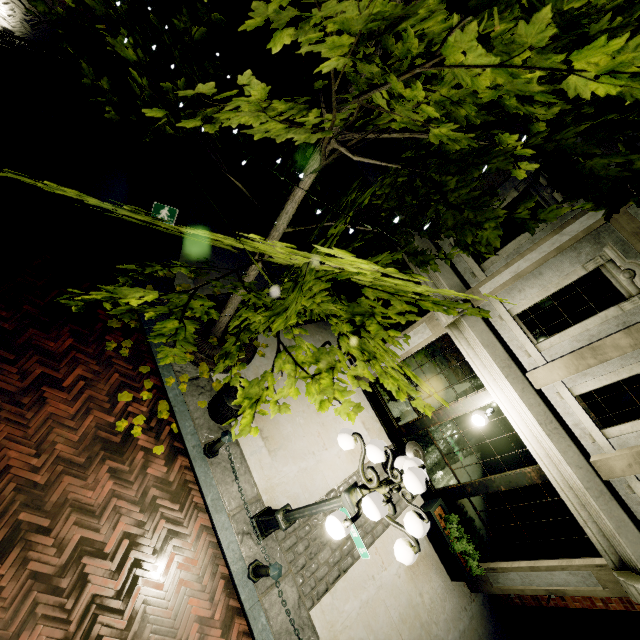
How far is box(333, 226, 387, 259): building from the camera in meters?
8.0

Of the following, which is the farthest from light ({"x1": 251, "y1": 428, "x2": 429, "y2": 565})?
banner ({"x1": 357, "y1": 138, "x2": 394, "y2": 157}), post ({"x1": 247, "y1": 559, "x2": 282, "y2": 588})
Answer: banner ({"x1": 357, "y1": 138, "x2": 394, "y2": 157})

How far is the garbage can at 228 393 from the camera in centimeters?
545cm

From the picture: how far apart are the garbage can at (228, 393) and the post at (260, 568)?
2.1m

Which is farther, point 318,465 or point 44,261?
point 318,465

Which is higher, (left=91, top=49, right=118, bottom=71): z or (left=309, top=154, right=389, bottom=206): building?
(left=309, top=154, right=389, bottom=206): building

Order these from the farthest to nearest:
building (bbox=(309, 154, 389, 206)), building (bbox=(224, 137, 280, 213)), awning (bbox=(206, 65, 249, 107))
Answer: building (bbox=(224, 137, 280, 213)) < building (bbox=(309, 154, 389, 206)) < awning (bbox=(206, 65, 249, 107))

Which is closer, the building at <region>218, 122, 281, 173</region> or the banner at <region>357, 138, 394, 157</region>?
the banner at <region>357, 138, 394, 157</region>
